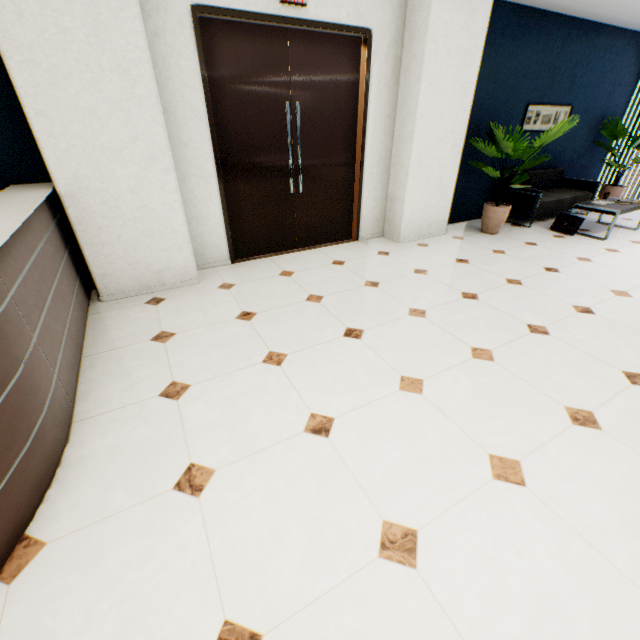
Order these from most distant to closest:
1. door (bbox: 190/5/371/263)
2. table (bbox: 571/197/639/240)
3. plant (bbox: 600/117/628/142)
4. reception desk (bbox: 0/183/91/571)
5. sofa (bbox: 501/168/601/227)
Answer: plant (bbox: 600/117/628/142)
sofa (bbox: 501/168/601/227)
table (bbox: 571/197/639/240)
door (bbox: 190/5/371/263)
reception desk (bbox: 0/183/91/571)

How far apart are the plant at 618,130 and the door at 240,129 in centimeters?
587cm

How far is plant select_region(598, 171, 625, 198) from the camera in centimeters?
658cm

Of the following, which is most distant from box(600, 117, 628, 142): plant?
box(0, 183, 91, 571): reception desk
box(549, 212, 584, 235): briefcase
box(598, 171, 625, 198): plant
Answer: box(0, 183, 91, 571): reception desk

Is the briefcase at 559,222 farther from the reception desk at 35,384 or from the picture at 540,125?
the reception desk at 35,384

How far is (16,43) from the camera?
2.3 meters

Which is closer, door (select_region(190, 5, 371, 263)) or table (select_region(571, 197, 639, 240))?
door (select_region(190, 5, 371, 263))

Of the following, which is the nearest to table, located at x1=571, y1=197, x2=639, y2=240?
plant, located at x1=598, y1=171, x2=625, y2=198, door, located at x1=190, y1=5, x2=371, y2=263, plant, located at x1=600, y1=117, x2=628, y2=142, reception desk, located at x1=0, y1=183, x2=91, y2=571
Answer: plant, located at x1=598, y1=171, x2=625, y2=198
